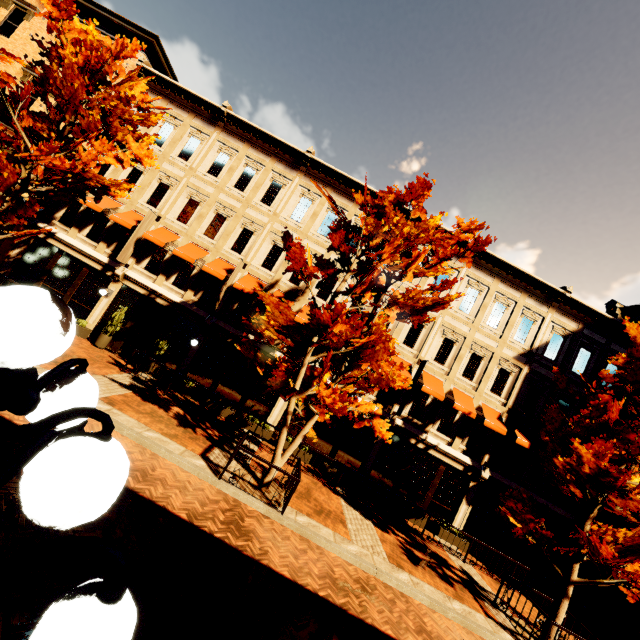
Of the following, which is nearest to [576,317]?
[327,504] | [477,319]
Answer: [477,319]

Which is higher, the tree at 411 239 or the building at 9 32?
the building at 9 32

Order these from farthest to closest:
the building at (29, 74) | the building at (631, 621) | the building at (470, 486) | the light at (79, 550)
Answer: the building at (29, 74)
the building at (470, 486)
the building at (631, 621)
the light at (79, 550)

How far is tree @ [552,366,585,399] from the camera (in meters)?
11.35

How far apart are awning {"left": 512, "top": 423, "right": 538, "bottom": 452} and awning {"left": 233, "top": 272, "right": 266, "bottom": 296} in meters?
13.9

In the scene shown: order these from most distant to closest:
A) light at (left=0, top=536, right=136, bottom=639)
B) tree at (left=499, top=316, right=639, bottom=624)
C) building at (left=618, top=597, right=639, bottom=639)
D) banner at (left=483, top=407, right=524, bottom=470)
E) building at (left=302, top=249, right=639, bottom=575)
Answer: building at (left=302, top=249, right=639, bottom=575)
banner at (left=483, top=407, right=524, bottom=470)
building at (left=618, top=597, right=639, bottom=639)
tree at (left=499, top=316, right=639, bottom=624)
light at (left=0, top=536, right=136, bottom=639)

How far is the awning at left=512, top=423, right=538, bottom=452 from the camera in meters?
14.8 m
